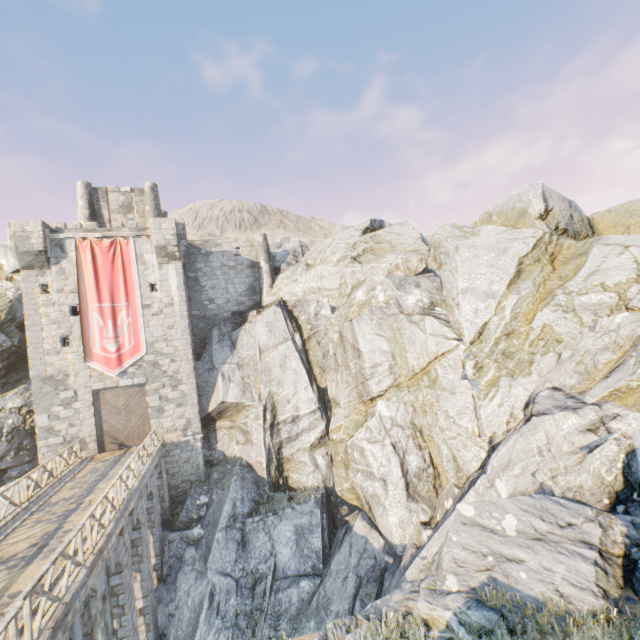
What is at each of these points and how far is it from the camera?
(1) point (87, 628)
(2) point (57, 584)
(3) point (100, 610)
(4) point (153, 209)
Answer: (1) bridge support, 8.7 meters
(2) stone gutter, 8.3 meters
(3) wooden structure, 9.1 meters
(4) chimney, 26.3 meters

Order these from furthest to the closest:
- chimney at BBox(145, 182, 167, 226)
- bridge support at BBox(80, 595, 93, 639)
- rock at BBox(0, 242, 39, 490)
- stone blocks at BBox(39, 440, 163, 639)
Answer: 1. chimney at BBox(145, 182, 167, 226)
2. rock at BBox(0, 242, 39, 490)
3. bridge support at BBox(80, 595, 93, 639)
4. stone blocks at BBox(39, 440, 163, 639)

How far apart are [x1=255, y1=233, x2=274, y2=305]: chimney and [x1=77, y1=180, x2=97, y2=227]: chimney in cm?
1191

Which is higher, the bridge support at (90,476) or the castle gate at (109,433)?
the castle gate at (109,433)

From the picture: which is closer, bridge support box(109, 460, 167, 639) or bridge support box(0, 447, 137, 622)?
bridge support box(0, 447, 137, 622)

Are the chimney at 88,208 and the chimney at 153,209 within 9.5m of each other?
yes

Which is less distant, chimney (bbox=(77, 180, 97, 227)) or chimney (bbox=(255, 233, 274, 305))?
chimney (bbox=(77, 180, 97, 227))

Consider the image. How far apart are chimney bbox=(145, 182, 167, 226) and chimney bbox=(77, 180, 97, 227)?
3.2m
